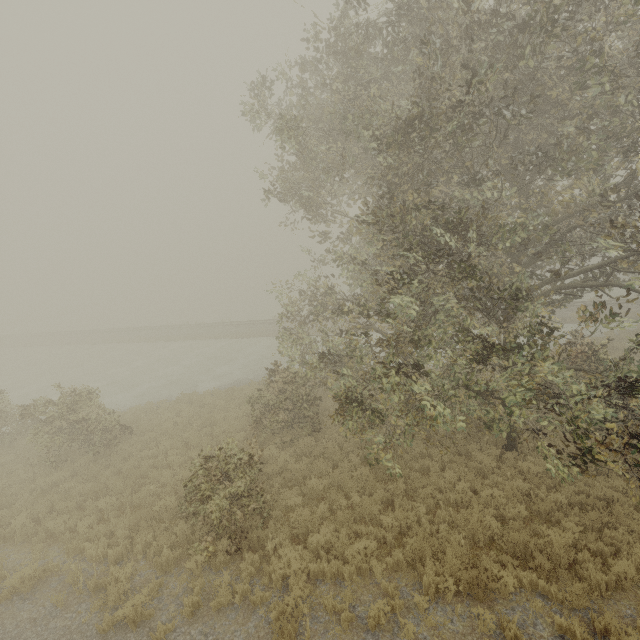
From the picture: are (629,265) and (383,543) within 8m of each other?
no
